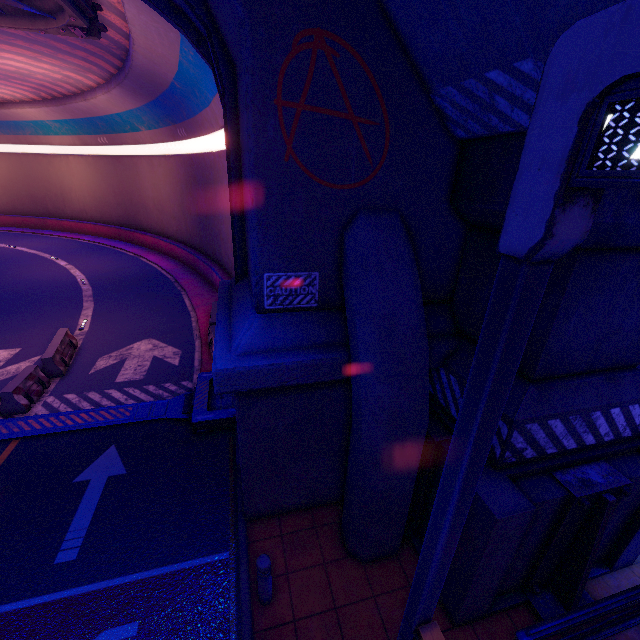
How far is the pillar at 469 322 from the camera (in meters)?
4.37

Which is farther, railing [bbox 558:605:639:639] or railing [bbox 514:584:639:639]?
railing [bbox 558:605:639:639]

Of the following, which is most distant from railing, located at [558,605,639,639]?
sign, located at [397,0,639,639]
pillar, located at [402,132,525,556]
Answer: sign, located at [397,0,639,639]

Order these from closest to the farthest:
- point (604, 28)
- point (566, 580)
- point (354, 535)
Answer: point (604, 28), point (566, 580), point (354, 535)

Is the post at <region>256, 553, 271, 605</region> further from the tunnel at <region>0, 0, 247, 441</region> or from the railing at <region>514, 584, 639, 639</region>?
the tunnel at <region>0, 0, 247, 441</region>

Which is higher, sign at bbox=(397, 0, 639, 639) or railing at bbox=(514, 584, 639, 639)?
sign at bbox=(397, 0, 639, 639)

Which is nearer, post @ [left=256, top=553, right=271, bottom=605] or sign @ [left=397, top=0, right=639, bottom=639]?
sign @ [left=397, top=0, right=639, bottom=639]

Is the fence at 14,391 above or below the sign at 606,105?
below
